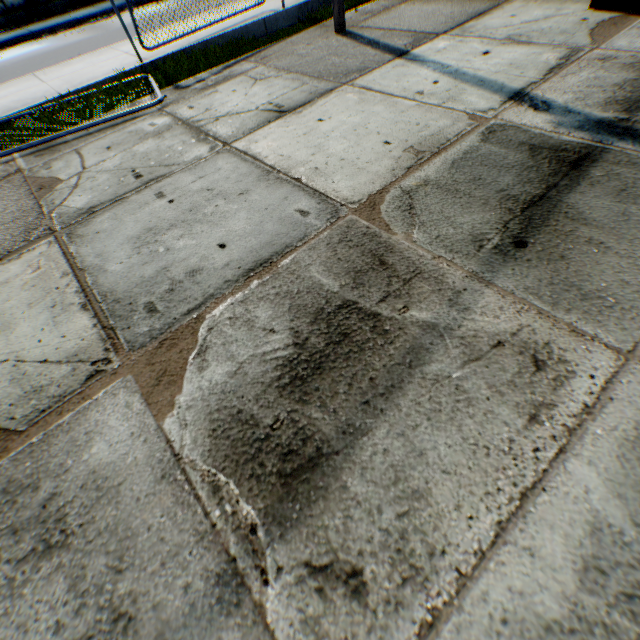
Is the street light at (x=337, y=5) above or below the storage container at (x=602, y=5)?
above

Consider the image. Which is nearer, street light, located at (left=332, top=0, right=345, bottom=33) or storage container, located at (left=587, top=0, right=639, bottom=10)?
storage container, located at (left=587, top=0, right=639, bottom=10)

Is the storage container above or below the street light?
below

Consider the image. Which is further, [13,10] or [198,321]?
[13,10]

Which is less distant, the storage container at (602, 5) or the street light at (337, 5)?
the storage container at (602, 5)
